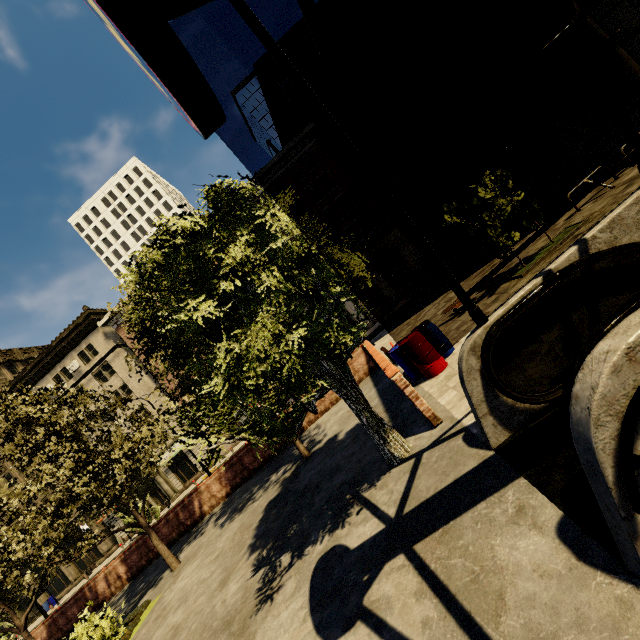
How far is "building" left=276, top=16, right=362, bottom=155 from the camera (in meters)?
33.53

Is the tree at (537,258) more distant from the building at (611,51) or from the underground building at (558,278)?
the building at (611,51)

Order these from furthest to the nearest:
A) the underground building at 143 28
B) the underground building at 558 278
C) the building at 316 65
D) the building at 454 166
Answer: the building at 316 65
the building at 454 166
the underground building at 558 278
the underground building at 143 28

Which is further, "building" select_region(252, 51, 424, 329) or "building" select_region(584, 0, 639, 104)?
"building" select_region(252, 51, 424, 329)

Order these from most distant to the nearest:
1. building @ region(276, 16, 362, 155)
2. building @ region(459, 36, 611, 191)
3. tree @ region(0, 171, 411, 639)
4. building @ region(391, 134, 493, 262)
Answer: building @ region(276, 16, 362, 155)
building @ region(391, 134, 493, 262)
building @ region(459, 36, 611, 191)
tree @ region(0, 171, 411, 639)

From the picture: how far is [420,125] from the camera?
33.1m

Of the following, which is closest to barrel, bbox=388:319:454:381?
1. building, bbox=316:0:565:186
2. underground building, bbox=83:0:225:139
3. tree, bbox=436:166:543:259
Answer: tree, bbox=436:166:543:259
